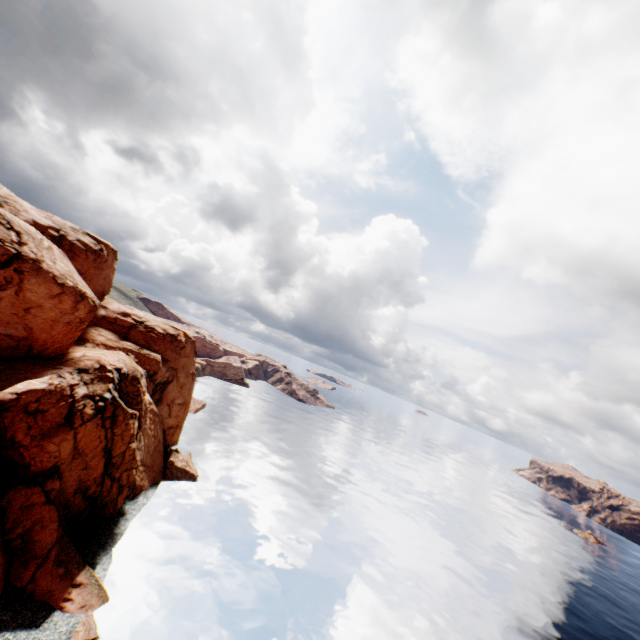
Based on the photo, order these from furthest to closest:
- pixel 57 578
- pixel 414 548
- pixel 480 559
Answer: pixel 480 559
pixel 414 548
pixel 57 578
